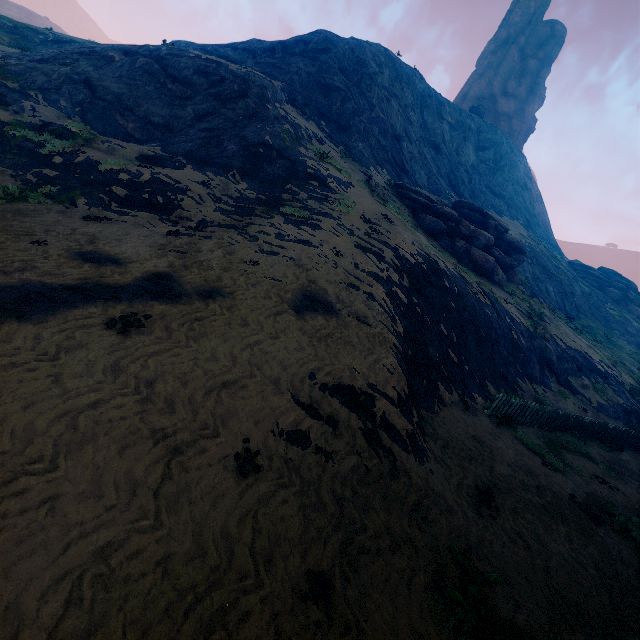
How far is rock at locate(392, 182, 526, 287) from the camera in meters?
23.7

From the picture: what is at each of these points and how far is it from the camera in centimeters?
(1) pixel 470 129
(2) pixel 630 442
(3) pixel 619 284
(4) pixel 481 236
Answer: (1) z, 5194cm
(2) fence, 1608cm
(3) rock, 4853cm
(4) rock, 2486cm

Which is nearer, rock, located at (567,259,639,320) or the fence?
the fence

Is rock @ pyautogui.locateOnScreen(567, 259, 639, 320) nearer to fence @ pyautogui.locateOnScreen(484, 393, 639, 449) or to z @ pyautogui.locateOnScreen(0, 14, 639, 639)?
z @ pyautogui.locateOnScreen(0, 14, 639, 639)

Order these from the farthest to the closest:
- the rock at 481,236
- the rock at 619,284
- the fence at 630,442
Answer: the rock at 619,284 < the rock at 481,236 < the fence at 630,442

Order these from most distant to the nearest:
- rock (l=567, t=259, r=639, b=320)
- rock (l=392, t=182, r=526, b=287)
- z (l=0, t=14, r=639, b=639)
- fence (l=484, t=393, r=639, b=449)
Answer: rock (l=567, t=259, r=639, b=320)
rock (l=392, t=182, r=526, b=287)
fence (l=484, t=393, r=639, b=449)
z (l=0, t=14, r=639, b=639)

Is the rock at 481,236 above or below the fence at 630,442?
above

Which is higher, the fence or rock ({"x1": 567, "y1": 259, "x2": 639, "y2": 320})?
rock ({"x1": 567, "y1": 259, "x2": 639, "y2": 320})
